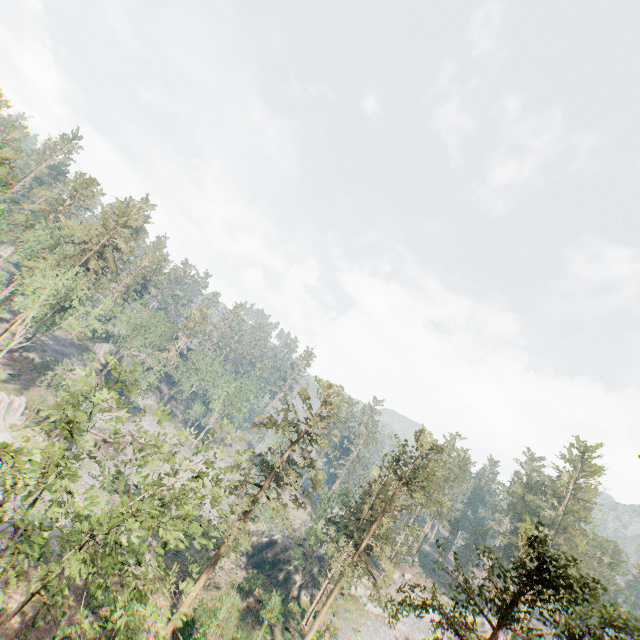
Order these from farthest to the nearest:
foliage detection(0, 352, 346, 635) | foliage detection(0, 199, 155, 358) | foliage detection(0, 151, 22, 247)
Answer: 1. foliage detection(0, 199, 155, 358)
2. foliage detection(0, 151, 22, 247)
3. foliage detection(0, 352, 346, 635)

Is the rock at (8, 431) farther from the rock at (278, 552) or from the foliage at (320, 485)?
the rock at (278, 552)

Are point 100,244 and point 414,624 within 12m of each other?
no

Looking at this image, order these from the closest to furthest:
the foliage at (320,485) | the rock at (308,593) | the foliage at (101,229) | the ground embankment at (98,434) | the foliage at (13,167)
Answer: the foliage at (320,485) → the foliage at (13,167) → the foliage at (101,229) → the rock at (308,593) → the ground embankment at (98,434)

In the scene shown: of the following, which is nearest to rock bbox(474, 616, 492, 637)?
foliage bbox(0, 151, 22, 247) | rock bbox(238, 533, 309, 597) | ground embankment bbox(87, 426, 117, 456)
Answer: foliage bbox(0, 151, 22, 247)

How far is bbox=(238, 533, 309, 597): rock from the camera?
45.48m

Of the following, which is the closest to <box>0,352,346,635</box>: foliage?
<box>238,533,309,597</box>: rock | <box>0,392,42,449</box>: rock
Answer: <box>0,392,42,449</box>: rock

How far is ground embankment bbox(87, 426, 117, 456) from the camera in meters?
52.2
